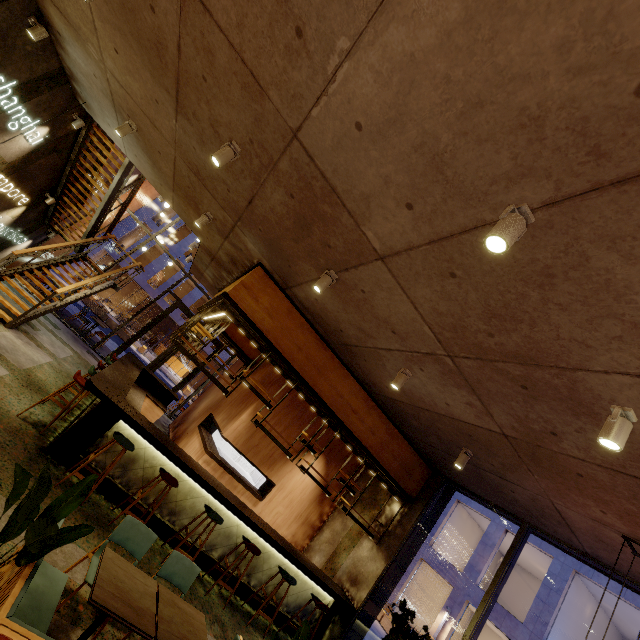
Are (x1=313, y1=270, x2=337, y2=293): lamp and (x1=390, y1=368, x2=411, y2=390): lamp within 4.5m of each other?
yes

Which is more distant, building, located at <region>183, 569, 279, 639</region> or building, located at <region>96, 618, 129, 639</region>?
building, located at <region>183, 569, 279, 639</region>

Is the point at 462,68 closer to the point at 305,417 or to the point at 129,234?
the point at 305,417

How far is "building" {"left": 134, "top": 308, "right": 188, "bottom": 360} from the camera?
29.02m

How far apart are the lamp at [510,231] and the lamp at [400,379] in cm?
317

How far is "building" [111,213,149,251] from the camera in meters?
27.3

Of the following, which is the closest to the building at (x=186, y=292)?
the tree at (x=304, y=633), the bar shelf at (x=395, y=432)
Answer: the bar shelf at (x=395, y=432)

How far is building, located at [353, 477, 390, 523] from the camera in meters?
8.3
